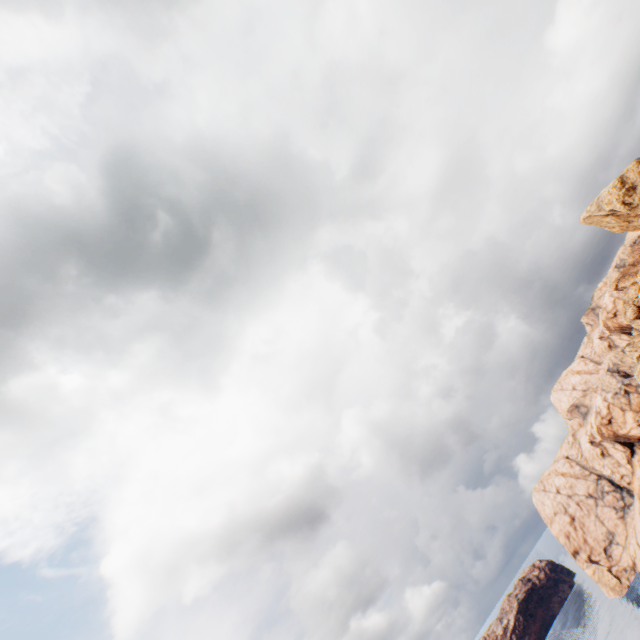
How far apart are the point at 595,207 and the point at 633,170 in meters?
7.6
